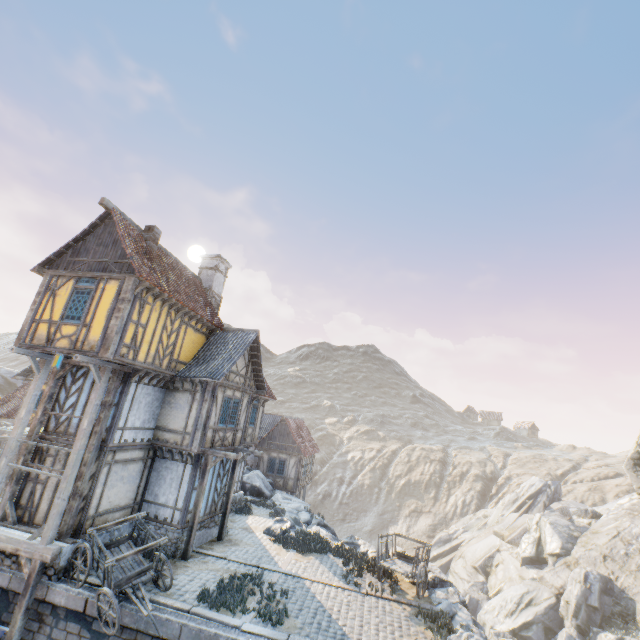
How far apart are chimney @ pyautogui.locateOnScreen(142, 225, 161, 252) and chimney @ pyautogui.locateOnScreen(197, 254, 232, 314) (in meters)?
4.59

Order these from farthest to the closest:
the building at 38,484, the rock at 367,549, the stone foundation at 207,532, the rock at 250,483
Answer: the rock at 250,483 < the rock at 367,549 < the stone foundation at 207,532 < the building at 38,484

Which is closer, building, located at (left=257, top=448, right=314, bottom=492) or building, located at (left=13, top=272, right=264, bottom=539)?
building, located at (left=13, top=272, right=264, bottom=539)

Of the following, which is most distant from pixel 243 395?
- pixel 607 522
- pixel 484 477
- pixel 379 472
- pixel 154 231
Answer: pixel 484 477

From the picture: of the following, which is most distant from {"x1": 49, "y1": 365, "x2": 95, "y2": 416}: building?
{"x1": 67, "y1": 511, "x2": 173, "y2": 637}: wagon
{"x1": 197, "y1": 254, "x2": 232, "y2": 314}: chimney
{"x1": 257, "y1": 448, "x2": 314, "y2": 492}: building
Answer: {"x1": 257, "y1": 448, "x2": 314, "y2": 492}: building

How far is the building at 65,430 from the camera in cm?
1216

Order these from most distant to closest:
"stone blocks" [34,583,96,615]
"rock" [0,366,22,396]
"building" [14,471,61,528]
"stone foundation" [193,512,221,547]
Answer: "rock" [0,366,22,396]
"stone foundation" [193,512,221,547]
"building" [14,471,61,528]
"stone blocks" [34,583,96,615]

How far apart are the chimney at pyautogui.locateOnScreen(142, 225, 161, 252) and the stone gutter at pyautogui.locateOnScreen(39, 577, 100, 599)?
12.02m
